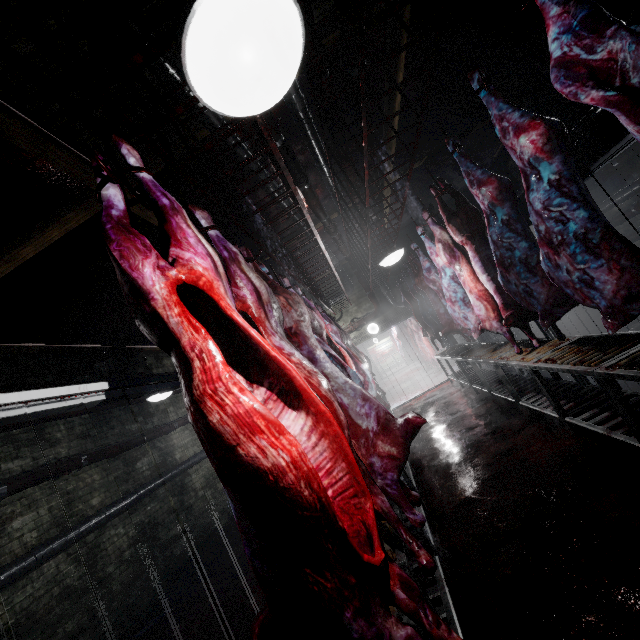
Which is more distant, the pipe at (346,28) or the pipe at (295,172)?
the pipe at (295,172)

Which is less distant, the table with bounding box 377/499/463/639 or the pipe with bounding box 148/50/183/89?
the table with bounding box 377/499/463/639

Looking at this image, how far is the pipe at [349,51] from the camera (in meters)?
2.84

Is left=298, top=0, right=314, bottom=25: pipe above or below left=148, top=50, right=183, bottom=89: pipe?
below

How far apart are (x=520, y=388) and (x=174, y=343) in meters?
4.9 m

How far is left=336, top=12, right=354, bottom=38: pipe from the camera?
2.6m

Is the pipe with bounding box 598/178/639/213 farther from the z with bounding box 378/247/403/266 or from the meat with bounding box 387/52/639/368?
the z with bounding box 378/247/403/266
